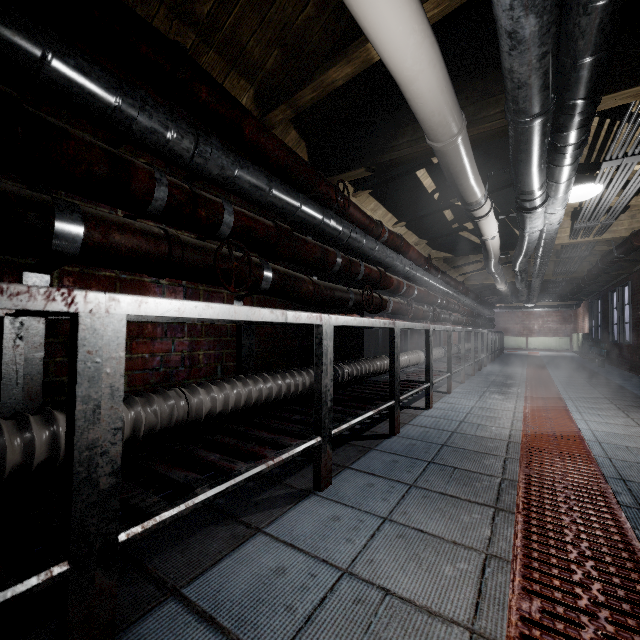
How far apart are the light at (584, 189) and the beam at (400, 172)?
0.2 meters

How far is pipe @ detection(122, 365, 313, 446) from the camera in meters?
1.2

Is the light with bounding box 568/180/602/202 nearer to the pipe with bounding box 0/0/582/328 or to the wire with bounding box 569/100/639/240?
the wire with bounding box 569/100/639/240

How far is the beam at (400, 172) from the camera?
2.7m

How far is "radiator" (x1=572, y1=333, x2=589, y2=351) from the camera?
11.0 meters

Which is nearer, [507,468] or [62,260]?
[62,260]

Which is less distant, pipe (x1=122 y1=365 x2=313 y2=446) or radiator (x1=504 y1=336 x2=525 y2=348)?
pipe (x1=122 y1=365 x2=313 y2=446)

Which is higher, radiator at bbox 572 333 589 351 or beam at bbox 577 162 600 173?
beam at bbox 577 162 600 173
